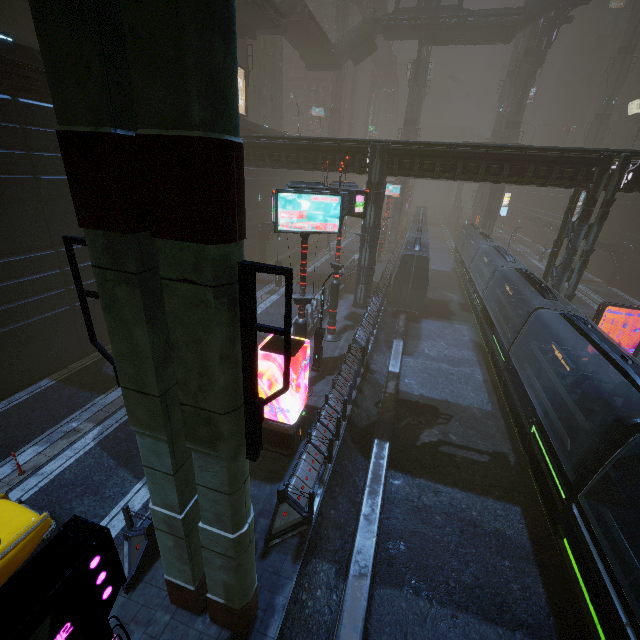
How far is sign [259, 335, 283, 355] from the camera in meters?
10.8 m

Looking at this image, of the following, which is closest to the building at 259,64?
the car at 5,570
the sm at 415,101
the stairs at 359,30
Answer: the sm at 415,101

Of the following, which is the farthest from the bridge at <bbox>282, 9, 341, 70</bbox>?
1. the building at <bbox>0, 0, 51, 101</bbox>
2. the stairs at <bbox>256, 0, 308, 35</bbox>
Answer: the building at <bbox>0, 0, 51, 101</bbox>

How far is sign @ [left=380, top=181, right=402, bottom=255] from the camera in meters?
41.1 m

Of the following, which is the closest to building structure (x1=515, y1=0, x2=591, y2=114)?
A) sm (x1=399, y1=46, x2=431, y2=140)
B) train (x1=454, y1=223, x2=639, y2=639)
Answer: sm (x1=399, y1=46, x2=431, y2=140)

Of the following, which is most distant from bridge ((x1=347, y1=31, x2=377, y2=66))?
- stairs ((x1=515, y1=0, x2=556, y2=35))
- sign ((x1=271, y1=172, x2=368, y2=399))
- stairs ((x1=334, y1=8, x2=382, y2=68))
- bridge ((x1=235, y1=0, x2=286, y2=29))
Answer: sign ((x1=271, y1=172, x2=368, y2=399))

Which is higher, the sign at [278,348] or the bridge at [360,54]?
the bridge at [360,54]

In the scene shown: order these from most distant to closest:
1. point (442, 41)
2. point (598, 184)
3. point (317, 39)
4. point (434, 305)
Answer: point (442, 41) → point (317, 39) → point (434, 305) → point (598, 184)
